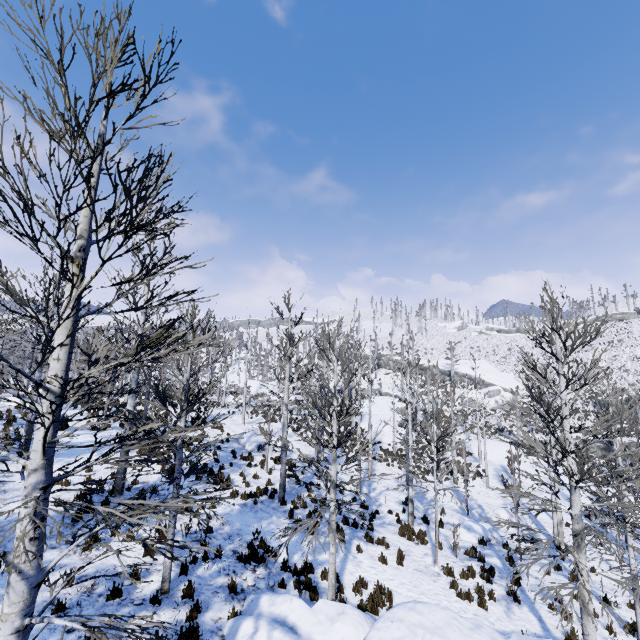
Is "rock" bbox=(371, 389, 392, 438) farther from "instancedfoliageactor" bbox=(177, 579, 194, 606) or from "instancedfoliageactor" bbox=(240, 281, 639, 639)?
"instancedfoliageactor" bbox=(177, 579, 194, 606)

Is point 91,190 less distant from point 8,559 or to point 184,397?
point 8,559

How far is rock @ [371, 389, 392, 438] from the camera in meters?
35.7

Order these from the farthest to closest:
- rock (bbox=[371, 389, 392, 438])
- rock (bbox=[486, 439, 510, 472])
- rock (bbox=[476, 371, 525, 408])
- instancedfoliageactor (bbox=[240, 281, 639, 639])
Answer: rock (bbox=[476, 371, 525, 408]) < rock (bbox=[371, 389, 392, 438]) < rock (bbox=[486, 439, 510, 472]) < instancedfoliageactor (bbox=[240, 281, 639, 639])

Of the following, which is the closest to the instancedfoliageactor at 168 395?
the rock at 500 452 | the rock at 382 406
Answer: the rock at 500 452

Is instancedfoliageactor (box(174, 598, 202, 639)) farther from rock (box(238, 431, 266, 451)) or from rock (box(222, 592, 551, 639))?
rock (box(238, 431, 266, 451))

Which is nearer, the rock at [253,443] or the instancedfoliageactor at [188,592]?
the instancedfoliageactor at [188,592]

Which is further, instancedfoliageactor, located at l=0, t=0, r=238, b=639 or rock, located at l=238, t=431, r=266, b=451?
rock, located at l=238, t=431, r=266, b=451
